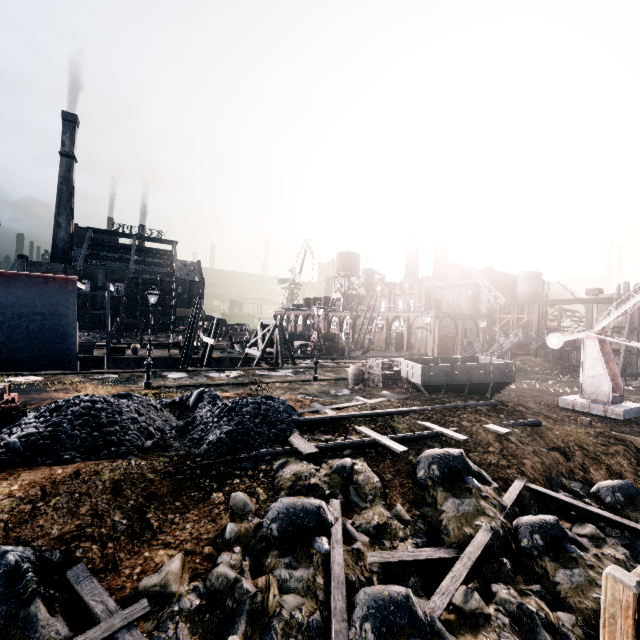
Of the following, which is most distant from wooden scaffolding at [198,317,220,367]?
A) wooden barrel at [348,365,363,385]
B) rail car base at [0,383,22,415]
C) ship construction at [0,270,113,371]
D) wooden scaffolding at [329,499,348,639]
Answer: wooden scaffolding at [329,499,348,639]

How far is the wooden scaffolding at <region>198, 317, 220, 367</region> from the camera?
26.9 meters

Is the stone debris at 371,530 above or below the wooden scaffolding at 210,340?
below

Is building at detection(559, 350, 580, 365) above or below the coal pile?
above

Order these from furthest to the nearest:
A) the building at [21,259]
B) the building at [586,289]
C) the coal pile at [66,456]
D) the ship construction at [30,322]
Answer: the building at [21,259] → the building at [586,289] → the ship construction at [30,322] → the coal pile at [66,456]

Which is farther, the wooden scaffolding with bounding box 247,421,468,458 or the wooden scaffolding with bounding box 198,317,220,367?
the wooden scaffolding with bounding box 198,317,220,367

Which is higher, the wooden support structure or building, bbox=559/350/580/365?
the wooden support structure

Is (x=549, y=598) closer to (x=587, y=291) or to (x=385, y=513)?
(x=385, y=513)
